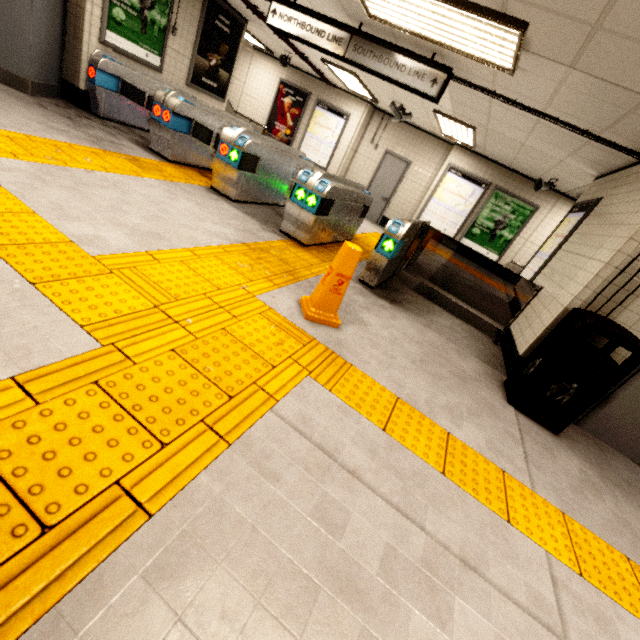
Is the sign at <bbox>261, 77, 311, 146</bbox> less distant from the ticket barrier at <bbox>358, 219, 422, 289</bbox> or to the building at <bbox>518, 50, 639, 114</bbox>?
the ticket barrier at <bbox>358, 219, 422, 289</bbox>

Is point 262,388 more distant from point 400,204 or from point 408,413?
point 400,204

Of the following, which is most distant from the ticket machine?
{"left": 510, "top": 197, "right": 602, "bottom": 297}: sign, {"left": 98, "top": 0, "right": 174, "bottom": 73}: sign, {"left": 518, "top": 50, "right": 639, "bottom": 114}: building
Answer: {"left": 510, "top": 197, "right": 602, "bottom": 297}: sign

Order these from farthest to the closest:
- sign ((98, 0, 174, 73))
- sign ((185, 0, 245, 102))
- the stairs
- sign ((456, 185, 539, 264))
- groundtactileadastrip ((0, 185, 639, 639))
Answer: the stairs < sign ((456, 185, 539, 264)) < sign ((185, 0, 245, 102)) < sign ((98, 0, 174, 73)) < groundtactileadastrip ((0, 185, 639, 639))

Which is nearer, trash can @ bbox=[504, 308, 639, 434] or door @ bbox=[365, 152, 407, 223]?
trash can @ bbox=[504, 308, 639, 434]

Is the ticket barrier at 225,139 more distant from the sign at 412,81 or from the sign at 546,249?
the sign at 546,249

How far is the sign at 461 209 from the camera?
9.0m

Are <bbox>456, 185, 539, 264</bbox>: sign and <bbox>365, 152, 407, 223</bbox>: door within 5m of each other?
yes
